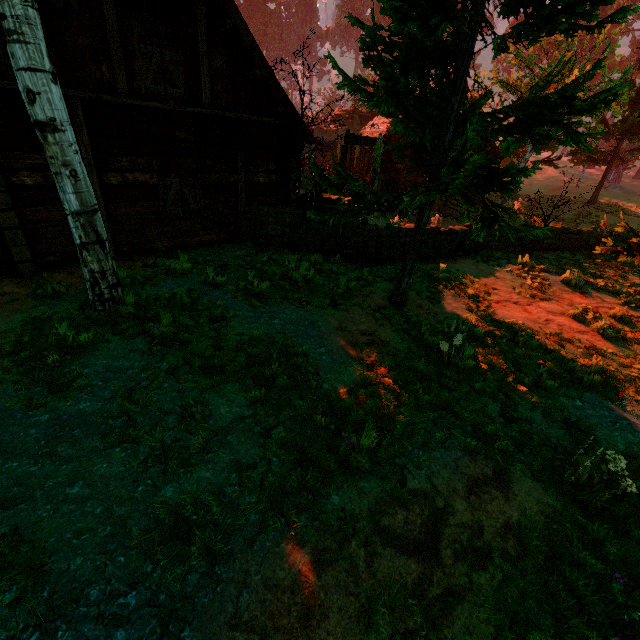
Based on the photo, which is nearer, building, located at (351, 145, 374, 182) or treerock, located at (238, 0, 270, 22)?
building, located at (351, 145, 374, 182)

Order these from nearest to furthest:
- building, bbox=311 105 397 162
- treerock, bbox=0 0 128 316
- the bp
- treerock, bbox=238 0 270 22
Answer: treerock, bbox=0 0 128 316 → the bp → building, bbox=311 105 397 162 → treerock, bbox=238 0 270 22

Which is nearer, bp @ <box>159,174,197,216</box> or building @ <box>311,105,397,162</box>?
bp @ <box>159,174,197,216</box>

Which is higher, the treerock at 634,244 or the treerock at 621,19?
the treerock at 621,19

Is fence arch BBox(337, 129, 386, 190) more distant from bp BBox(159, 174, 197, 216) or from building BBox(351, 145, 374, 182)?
bp BBox(159, 174, 197, 216)

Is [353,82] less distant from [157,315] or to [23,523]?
[157,315]

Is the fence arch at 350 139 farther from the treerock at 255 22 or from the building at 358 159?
the treerock at 255 22

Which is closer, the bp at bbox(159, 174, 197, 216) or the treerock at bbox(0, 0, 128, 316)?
the treerock at bbox(0, 0, 128, 316)
